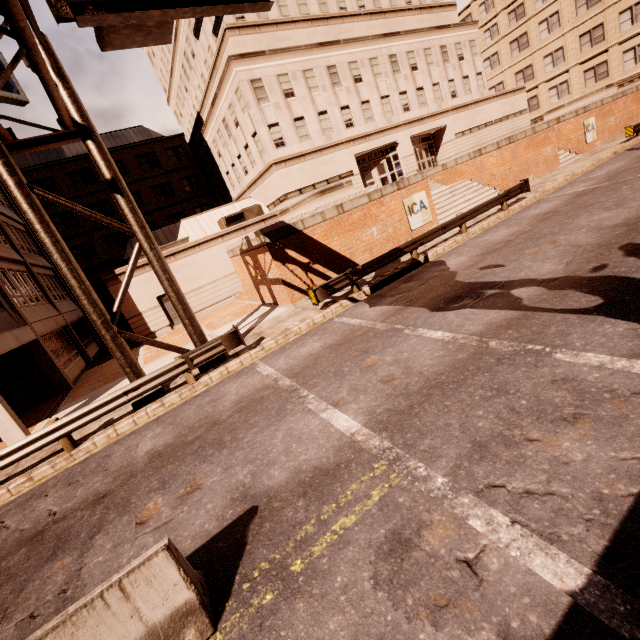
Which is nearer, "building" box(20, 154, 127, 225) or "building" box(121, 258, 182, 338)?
"building" box(121, 258, 182, 338)

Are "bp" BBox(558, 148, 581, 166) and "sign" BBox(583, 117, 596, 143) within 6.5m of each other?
yes

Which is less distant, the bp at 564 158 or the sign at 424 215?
the sign at 424 215

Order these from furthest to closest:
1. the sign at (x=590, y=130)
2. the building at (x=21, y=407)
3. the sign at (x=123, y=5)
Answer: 1. the sign at (x=590, y=130)
2. the building at (x=21, y=407)
3. the sign at (x=123, y=5)

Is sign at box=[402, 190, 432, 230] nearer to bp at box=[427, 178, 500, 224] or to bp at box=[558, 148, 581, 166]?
bp at box=[427, 178, 500, 224]

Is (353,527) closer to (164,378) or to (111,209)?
(164,378)

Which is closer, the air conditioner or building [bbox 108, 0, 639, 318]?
building [bbox 108, 0, 639, 318]

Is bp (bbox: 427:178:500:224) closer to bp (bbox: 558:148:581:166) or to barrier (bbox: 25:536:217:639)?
bp (bbox: 558:148:581:166)
